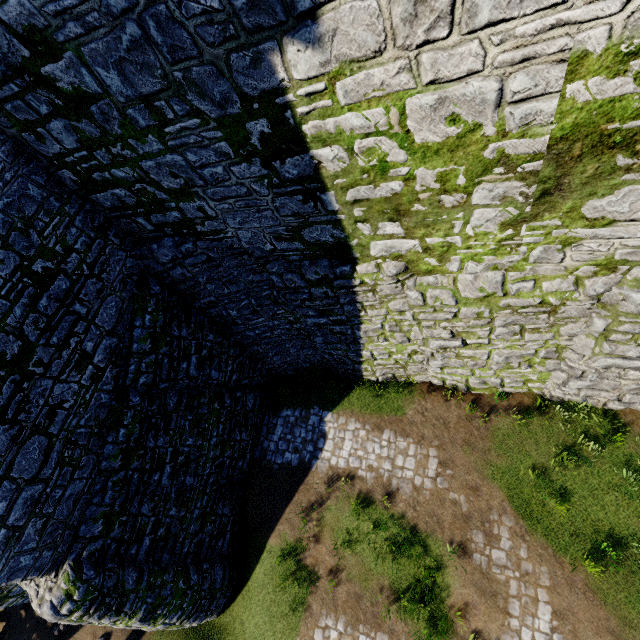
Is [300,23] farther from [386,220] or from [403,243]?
[403,243]
